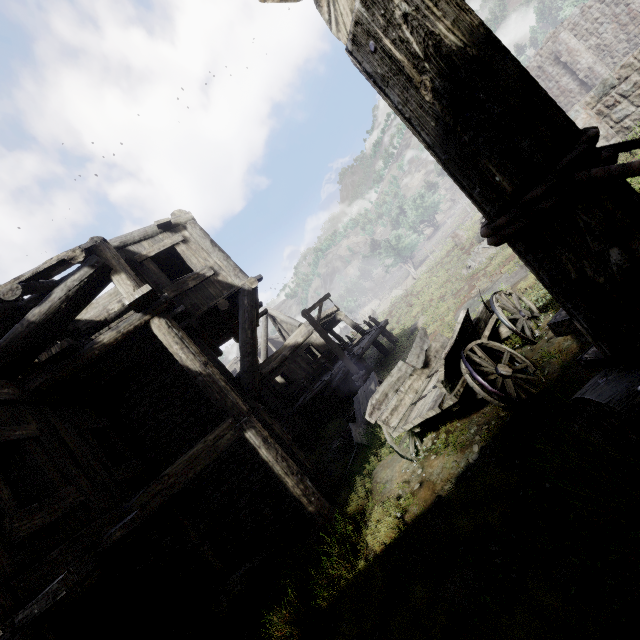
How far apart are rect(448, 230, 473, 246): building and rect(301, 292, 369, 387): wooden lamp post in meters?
16.9

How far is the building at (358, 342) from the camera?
17.38m

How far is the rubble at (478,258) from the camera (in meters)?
17.22

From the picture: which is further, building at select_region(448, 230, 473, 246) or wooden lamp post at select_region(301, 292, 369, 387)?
building at select_region(448, 230, 473, 246)

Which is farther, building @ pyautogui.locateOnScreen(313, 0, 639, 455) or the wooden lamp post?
the wooden lamp post

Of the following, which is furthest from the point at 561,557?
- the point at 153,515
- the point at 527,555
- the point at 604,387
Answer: the point at 153,515

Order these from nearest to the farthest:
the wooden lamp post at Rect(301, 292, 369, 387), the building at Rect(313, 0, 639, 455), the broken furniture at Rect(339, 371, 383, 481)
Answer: the building at Rect(313, 0, 639, 455) → the broken furniture at Rect(339, 371, 383, 481) → the wooden lamp post at Rect(301, 292, 369, 387)

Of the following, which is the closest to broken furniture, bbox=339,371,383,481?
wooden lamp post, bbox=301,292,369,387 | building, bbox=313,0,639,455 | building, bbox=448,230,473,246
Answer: wooden lamp post, bbox=301,292,369,387
